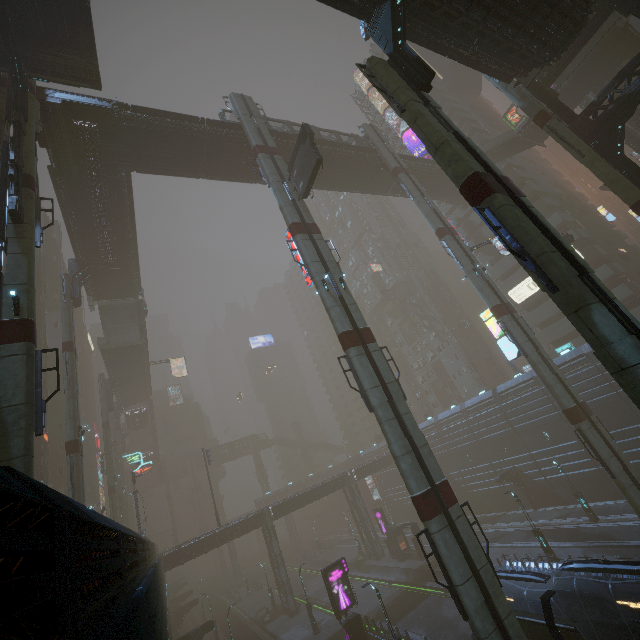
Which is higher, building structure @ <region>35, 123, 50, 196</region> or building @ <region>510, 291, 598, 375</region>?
building structure @ <region>35, 123, 50, 196</region>

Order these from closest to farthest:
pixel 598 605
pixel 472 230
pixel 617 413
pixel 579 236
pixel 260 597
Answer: pixel 598 605 → pixel 617 413 → pixel 579 236 → pixel 260 597 → pixel 472 230

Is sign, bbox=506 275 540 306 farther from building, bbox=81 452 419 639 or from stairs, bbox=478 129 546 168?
stairs, bbox=478 129 546 168

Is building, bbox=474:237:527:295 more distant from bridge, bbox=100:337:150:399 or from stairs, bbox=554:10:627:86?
bridge, bbox=100:337:150:399

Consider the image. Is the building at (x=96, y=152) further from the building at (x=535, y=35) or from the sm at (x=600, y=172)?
the sm at (x=600, y=172)

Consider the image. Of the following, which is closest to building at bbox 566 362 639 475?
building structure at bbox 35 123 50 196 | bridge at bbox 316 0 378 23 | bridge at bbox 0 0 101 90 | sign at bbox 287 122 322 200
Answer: bridge at bbox 316 0 378 23

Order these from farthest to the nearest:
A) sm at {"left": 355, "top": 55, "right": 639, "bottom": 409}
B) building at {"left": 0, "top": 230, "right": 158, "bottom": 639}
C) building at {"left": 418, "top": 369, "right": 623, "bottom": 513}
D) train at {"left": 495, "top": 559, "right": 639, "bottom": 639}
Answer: building at {"left": 418, "top": 369, "right": 623, "bottom": 513} < train at {"left": 495, "top": 559, "right": 639, "bottom": 639} < sm at {"left": 355, "top": 55, "right": 639, "bottom": 409} < building at {"left": 0, "top": 230, "right": 158, "bottom": 639}

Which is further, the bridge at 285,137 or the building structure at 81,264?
the building structure at 81,264
